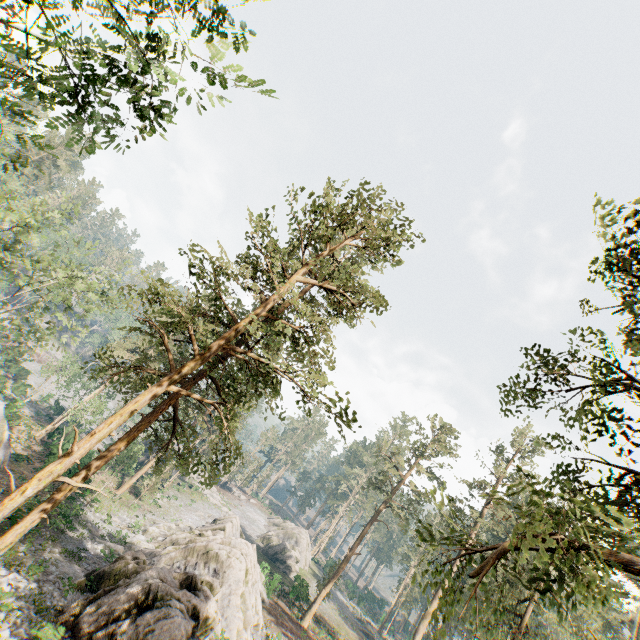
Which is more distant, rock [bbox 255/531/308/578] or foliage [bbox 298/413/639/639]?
rock [bbox 255/531/308/578]

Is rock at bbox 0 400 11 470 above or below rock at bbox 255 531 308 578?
below

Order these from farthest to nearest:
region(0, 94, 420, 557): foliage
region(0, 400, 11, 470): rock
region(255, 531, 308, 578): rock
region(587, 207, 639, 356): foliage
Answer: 1. region(255, 531, 308, 578): rock
2. region(0, 400, 11, 470): rock
3. region(0, 94, 420, 557): foliage
4. region(587, 207, 639, 356): foliage

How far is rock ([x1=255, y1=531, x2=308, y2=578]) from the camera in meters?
50.3 m

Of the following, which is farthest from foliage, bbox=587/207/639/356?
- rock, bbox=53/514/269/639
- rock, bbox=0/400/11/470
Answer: rock, bbox=53/514/269/639

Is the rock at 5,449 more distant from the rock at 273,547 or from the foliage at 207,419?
the rock at 273,547

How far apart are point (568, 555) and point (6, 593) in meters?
19.7
